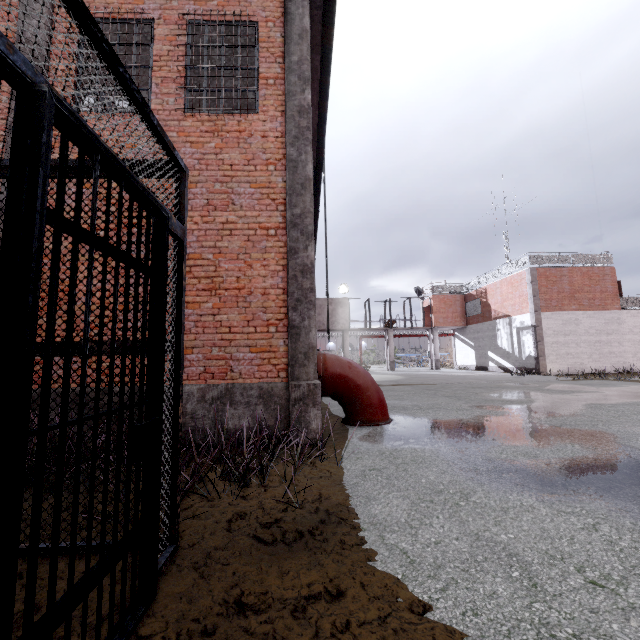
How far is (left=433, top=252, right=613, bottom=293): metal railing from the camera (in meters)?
21.86

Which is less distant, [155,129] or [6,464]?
[6,464]

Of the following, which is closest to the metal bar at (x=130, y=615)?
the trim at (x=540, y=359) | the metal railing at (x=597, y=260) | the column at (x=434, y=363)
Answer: the trim at (x=540, y=359)

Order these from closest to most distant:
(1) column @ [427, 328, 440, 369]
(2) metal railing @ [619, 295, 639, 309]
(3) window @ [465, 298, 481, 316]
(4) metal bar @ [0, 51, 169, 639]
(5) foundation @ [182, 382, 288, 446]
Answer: (4) metal bar @ [0, 51, 169, 639], (5) foundation @ [182, 382, 288, 446], (2) metal railing @ [619, 295, 639, 309], (3) window @ [465, 298, 481, 316], (1) column @ [427, 328, 440, 369]

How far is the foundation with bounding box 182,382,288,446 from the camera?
5.29m

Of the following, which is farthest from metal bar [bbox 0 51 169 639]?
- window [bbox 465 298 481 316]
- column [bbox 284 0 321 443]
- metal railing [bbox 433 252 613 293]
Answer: window [bbox 465 298 481 316]

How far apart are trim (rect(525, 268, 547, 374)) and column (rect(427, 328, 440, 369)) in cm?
983

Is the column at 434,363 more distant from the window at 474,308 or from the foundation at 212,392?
the foundation at 212,392
